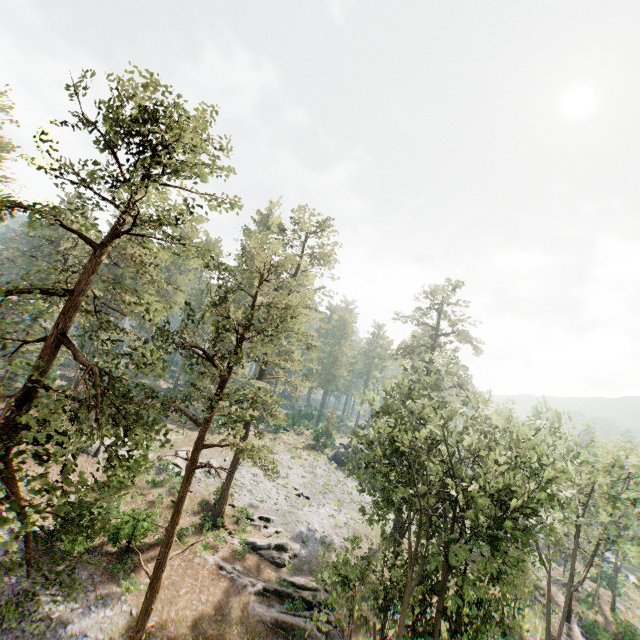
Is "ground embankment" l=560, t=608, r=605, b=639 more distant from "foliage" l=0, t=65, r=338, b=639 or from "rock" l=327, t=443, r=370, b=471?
"rock" l=327, t=443, r=370, b=471

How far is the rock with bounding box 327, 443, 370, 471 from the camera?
49.2 meters

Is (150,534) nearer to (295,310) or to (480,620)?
(295,310)

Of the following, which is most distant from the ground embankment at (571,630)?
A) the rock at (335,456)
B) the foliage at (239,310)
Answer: the rock at (335,456)

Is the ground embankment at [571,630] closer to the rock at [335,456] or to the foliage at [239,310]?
the foliage at [239,310]

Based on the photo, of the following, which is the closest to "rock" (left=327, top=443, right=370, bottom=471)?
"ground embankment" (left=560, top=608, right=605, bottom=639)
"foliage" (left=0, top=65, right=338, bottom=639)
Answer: "foliage" (left=0, top=65, right=338, bottom=639)

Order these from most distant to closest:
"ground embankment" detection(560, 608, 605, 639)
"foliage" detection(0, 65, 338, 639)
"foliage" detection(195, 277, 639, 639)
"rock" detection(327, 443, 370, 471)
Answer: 1. "rock" detection(327, 443, 370, 471)
2. "ground embankment" detection(560, 608, 605, 639)
3. "foliage" detection(195, 277, 639, 639)
4. "foliage" detection(0, 65, 338, 639)
